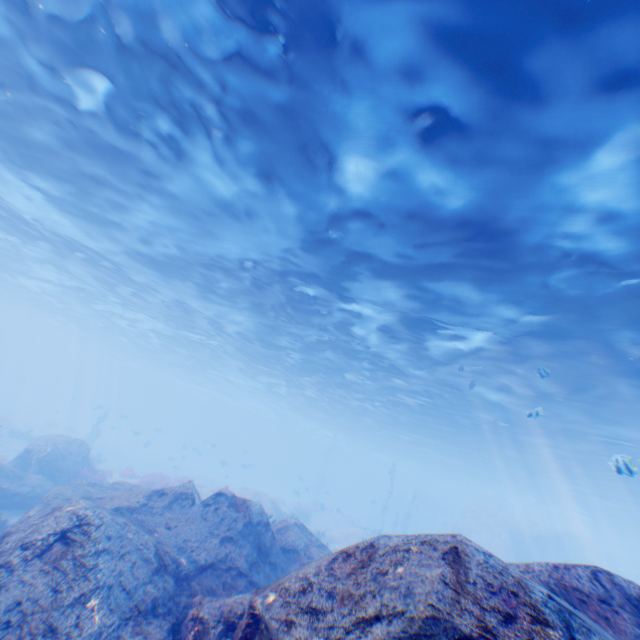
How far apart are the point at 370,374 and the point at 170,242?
14.91m

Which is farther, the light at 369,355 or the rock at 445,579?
the light at 369,355

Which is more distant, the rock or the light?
the light

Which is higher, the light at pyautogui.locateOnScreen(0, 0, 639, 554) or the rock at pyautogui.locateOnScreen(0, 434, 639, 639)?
the light at pyautogui.locateOnScreen(0, 0, 639, 554)

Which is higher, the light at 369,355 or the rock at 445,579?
the light at 369,355
